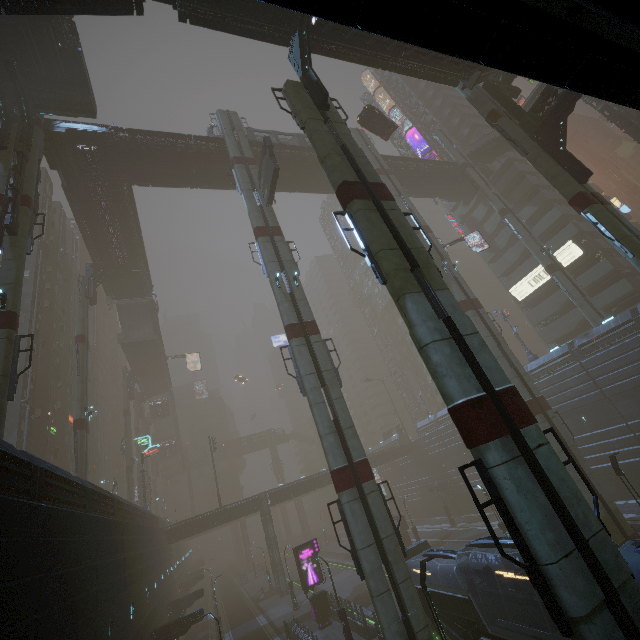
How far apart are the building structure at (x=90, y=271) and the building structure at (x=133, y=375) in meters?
23.7 m

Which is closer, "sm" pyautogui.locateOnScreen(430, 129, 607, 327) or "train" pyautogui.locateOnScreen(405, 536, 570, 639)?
"train" pyautogui.locateOnScreen(405, 536, 570, 639)

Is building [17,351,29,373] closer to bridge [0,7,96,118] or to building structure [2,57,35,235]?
bridge [0,7,96,118]

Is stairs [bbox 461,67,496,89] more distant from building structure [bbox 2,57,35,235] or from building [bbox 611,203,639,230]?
building structure [bbox 2,57,35,235]

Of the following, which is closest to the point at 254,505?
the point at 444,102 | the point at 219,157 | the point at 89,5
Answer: the point at 219,157

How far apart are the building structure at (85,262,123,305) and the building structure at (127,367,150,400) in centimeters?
2368cm

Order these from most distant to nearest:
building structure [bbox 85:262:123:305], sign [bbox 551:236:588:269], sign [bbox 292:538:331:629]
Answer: sign [bbox 551:236:588:269] → building structure [bbox 85:262:123:305] → sign [bbox 292:538:331:629]

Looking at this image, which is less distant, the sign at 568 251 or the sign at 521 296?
the sign at 568 251
